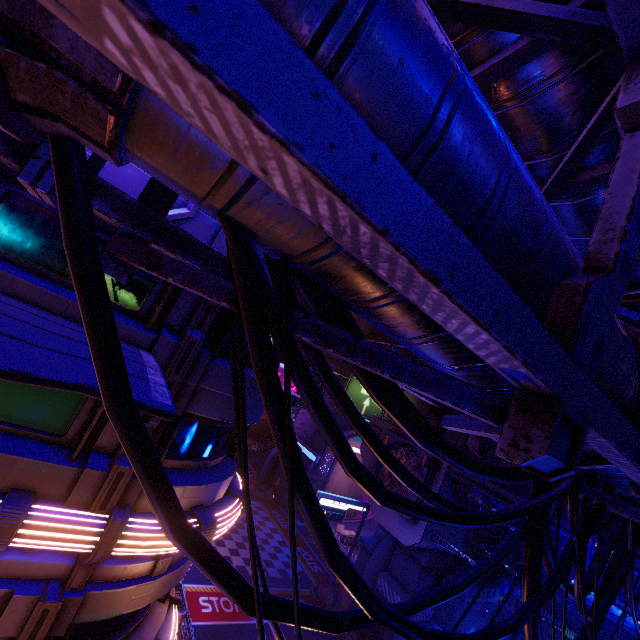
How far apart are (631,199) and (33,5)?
2.53m

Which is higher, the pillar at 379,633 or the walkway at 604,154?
the walkway at 604,154

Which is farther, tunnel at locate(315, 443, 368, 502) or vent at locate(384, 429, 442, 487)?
tunnel at locate(315, 443, 368, 502)

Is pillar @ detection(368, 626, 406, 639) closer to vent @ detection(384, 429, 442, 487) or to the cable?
vent @ detection(384, 429, 442, 487)

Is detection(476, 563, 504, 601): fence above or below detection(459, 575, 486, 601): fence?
above

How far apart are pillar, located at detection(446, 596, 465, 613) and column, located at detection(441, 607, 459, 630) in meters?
0.0 m

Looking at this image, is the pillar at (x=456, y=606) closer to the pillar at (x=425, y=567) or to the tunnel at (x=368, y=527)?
the pillar at (x=425, y=567)

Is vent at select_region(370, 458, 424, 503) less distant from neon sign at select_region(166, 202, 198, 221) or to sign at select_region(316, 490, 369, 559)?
sign at select_region(316, 490, 369, 559)
